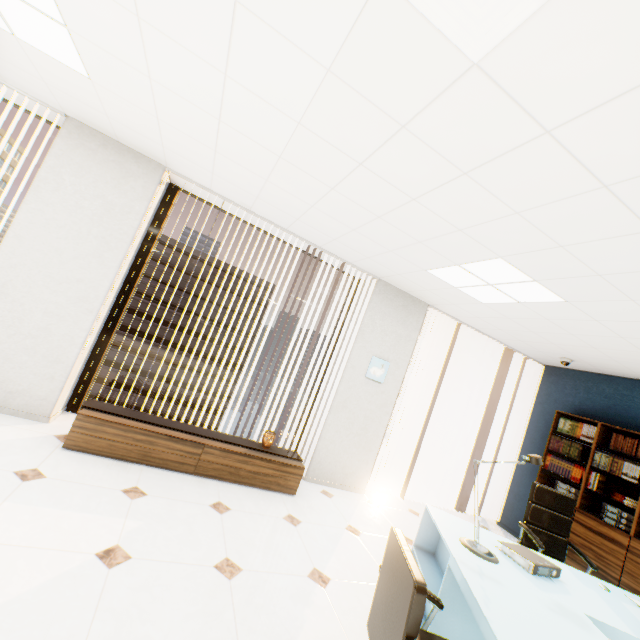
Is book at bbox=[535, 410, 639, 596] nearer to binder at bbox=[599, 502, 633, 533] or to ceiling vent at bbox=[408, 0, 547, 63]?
binder at bbox=[599, 502, 633, 533]

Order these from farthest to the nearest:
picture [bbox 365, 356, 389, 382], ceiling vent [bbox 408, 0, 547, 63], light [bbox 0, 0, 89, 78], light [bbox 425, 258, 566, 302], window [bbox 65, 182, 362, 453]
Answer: picture [bbox 365, 356, 389, 382] → window [bbox 65, 182, 362, 453] → light [bbox 425, 258, 566, 302] → light [bbox 0, 0, 89, 78] → ceiling vent [bbox 408, 0, 547, 63]

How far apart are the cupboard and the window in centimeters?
55cm

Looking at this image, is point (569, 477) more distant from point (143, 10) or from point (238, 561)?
point (143, 10)

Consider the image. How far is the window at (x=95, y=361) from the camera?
3.78m

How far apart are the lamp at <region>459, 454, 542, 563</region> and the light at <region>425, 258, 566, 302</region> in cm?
223

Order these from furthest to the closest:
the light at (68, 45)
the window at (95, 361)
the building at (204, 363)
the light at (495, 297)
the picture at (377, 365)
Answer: the building at (204, 363), the picture at (377, 365), the window at (95, 361), the light at (495, 297), the light at (68, 45)

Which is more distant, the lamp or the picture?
the picture
